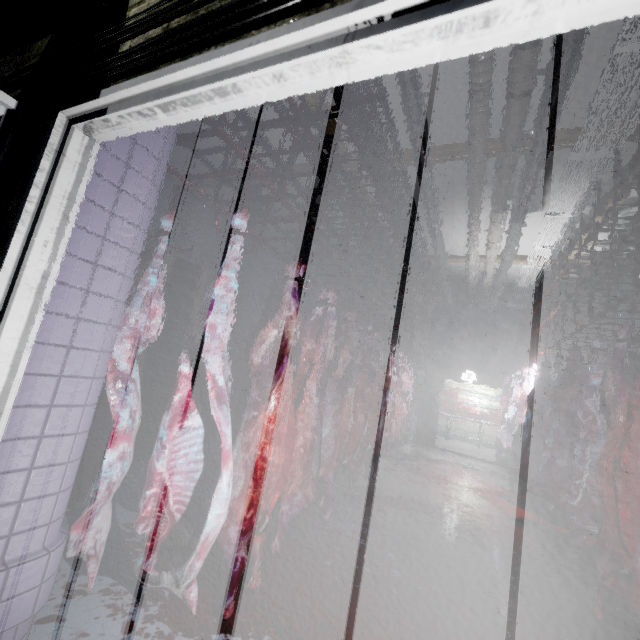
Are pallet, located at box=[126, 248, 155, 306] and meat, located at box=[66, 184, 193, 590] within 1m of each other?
no

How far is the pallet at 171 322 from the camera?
3.9 meters

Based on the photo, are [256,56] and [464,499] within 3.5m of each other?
no

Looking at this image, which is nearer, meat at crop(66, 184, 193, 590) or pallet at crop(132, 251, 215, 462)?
meat at crop(66, 184, 193, 590)

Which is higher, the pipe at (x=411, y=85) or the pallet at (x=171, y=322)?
the pipe at (x=411, y=85)

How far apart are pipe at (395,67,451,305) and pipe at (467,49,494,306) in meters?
0.4

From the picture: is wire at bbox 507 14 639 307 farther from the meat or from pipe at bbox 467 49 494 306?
the meat

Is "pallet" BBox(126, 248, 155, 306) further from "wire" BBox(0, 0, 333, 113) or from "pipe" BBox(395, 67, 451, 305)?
"pipe" BBox(395, 67, 451, 305)
